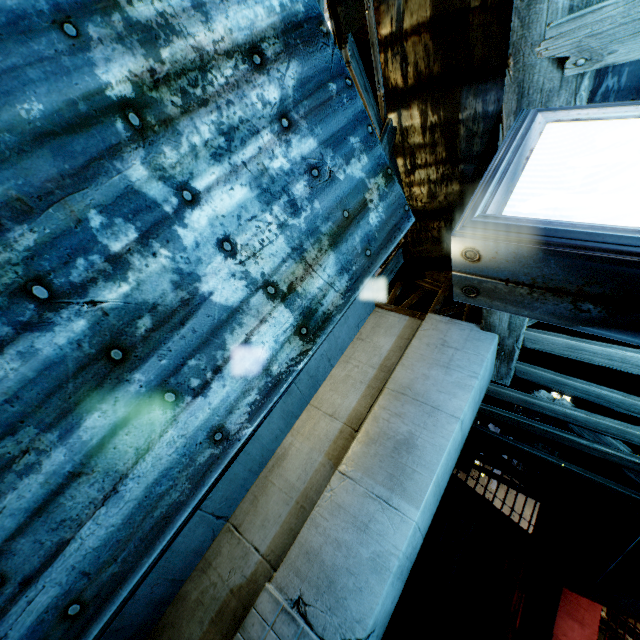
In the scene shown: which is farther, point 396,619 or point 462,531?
point 462,531
